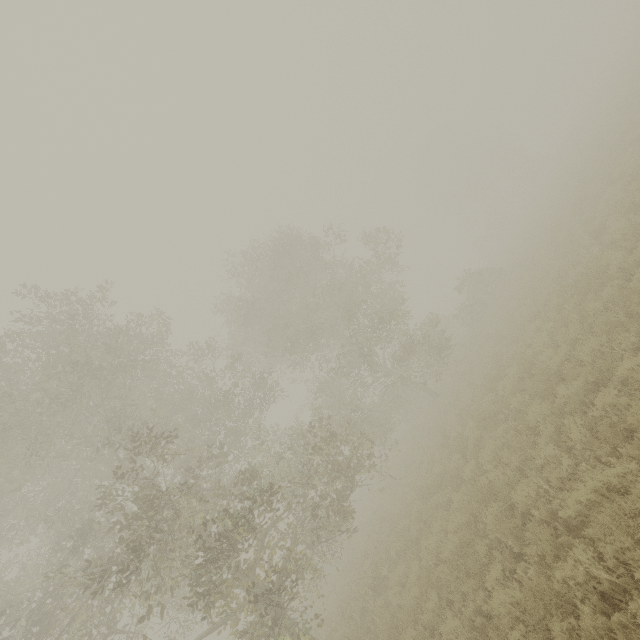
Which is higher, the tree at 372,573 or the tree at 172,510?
the tree at 172,510

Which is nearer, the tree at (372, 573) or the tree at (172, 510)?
the tree at (172, 510)

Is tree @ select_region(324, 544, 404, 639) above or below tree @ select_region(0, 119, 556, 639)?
below

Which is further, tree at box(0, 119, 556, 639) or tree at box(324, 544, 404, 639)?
tree at box(324, 544, 404, 639)

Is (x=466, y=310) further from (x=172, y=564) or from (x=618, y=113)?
(x=172, y=564)
